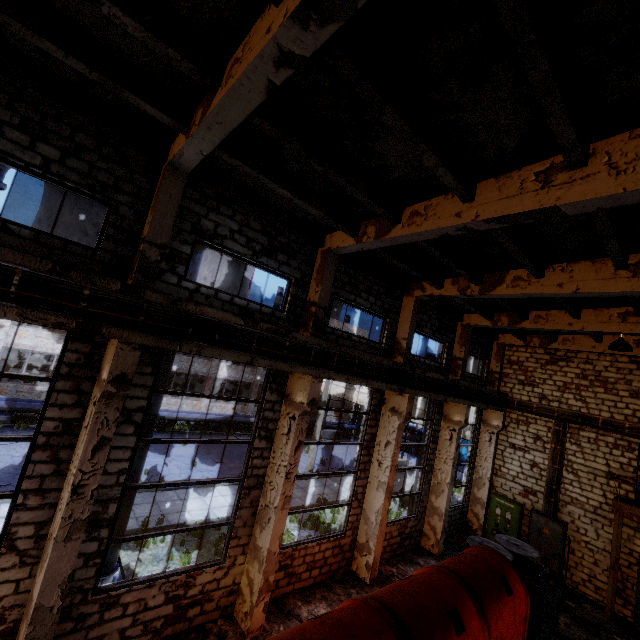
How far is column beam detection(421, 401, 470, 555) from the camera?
13.67m

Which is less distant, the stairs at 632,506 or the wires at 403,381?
the wires at 403,381

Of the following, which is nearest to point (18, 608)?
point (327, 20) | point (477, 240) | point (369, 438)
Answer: point (369, 438)

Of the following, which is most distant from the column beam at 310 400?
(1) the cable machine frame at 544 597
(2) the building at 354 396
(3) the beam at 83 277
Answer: (2) the building at 354 396

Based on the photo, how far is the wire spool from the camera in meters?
12.2 m

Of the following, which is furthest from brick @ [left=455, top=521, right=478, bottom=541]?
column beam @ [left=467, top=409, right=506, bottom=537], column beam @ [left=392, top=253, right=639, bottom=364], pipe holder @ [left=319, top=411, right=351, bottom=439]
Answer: pipe holder @ [left=319, top=411, right=351, bottom=439]

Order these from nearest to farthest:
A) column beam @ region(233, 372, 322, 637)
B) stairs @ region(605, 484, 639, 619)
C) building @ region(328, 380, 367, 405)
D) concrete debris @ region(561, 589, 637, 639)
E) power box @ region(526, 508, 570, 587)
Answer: column beam @ region(233, 372, 322, 637), concrete debris @ region(561, 589, 637, 639), stairs @ region(605, 484, 639, 619), power box @ region(526, 508, 570, 587), building @ region(328, 380, 367, 405)

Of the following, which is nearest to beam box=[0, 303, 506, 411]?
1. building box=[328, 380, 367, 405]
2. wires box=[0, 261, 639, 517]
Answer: wires box=[0, 261, 639, 517]
